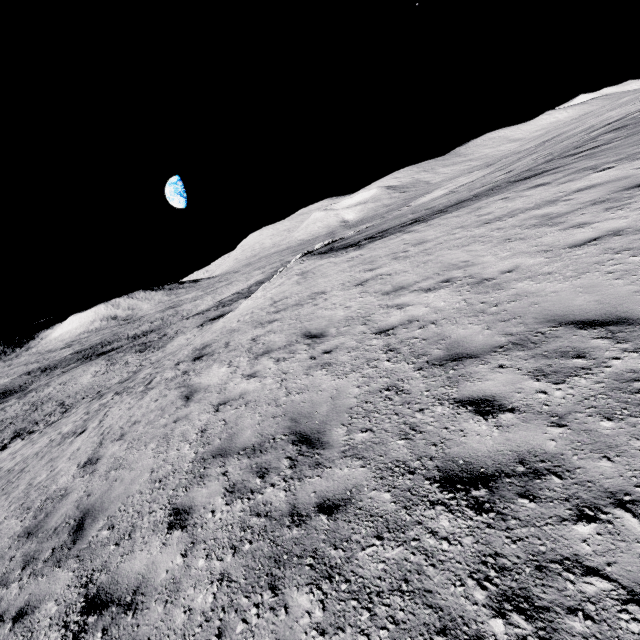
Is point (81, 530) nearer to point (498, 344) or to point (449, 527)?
point (449, 527)
